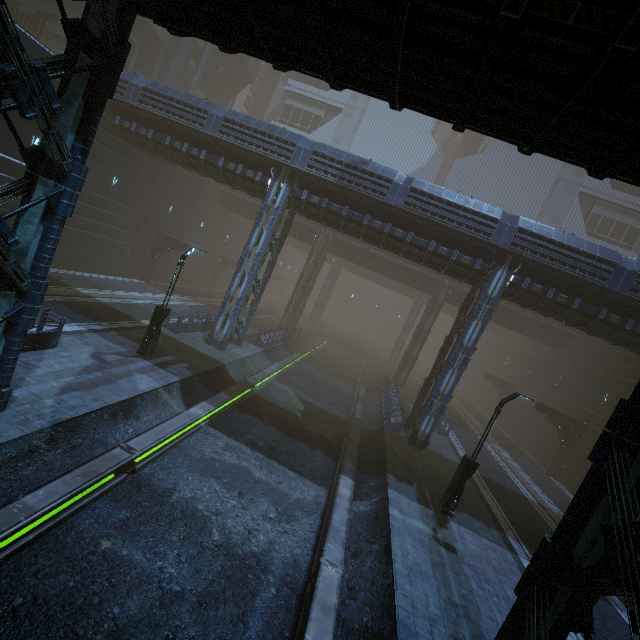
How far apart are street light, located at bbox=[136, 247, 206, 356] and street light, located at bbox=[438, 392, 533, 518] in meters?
14.3

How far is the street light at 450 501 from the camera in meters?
12.5

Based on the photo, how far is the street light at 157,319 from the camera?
14.7 meters

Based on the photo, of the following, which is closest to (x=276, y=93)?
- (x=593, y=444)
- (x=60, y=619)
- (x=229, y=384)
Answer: (x=229, y=384)

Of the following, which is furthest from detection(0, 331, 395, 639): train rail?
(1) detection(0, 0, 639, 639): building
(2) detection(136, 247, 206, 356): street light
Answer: (2) detection(136, 247, 206, 356): street light

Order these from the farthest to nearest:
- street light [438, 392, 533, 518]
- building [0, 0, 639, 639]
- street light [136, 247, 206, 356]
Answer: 1. street light [136, 247, 206, 356]
2. street light [438, 392, 533, 518]
3. building [0, 0, 639, 639]

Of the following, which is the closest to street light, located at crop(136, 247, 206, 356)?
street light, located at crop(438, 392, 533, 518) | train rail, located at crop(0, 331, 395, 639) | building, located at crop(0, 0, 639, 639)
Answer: train rail, located at crop(0, 331, 395, 639)

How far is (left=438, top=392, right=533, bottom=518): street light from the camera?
12.5 meters
